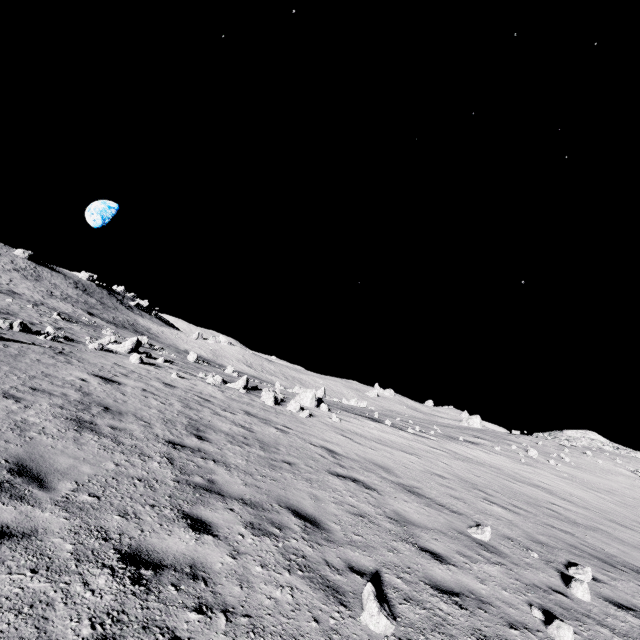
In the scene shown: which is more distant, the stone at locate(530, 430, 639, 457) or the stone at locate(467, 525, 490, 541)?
the stone at locate(530, 430, 639, 457)

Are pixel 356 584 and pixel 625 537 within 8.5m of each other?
no

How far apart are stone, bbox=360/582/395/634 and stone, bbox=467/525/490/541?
4.4 meters

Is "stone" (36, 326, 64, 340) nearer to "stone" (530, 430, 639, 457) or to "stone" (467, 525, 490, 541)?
"stone" (467, 525, 490, 541)

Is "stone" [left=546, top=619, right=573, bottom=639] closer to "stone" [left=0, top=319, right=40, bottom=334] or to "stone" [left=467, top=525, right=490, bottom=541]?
"stone" [left=467, top=525, right=490, bottom=541]

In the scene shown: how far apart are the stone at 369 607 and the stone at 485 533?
4.4 meters

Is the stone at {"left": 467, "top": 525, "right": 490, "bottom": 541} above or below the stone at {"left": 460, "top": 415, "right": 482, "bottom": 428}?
below

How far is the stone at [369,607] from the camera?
3.4 meters
